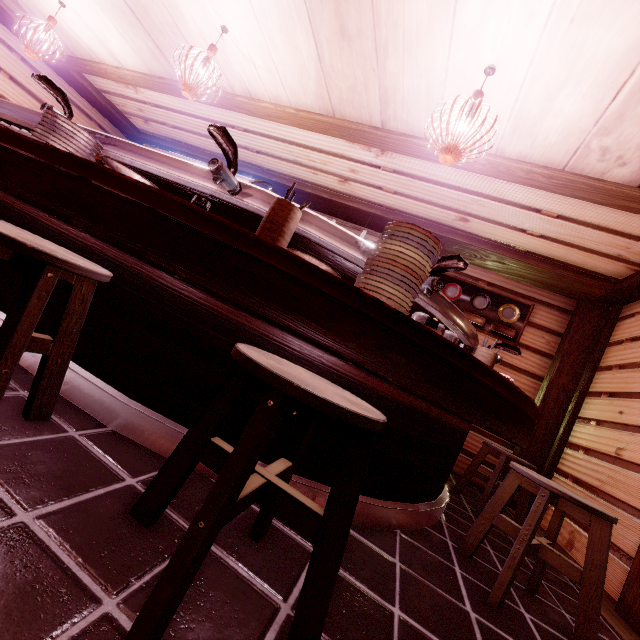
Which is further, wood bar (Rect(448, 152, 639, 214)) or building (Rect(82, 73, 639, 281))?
building (Rect(82, 73, 639, 281))

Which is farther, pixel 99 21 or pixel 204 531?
pixel 99 21

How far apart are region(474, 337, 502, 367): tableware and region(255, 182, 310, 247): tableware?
3.3 meters

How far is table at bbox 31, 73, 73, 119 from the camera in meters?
3.5 m

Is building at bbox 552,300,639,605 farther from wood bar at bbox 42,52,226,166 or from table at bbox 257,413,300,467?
table at bbox 257,413,300,467

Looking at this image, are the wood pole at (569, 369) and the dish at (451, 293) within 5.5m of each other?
yes

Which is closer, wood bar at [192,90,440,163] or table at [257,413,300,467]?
table at [257,413,300,467]

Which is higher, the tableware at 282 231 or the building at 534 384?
the building at 534 384
